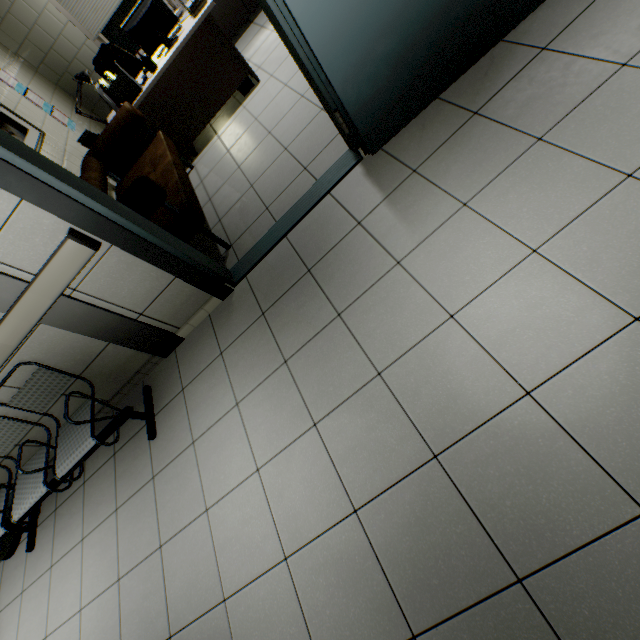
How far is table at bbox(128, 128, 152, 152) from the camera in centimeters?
397cm

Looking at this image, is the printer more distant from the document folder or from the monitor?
the monitor

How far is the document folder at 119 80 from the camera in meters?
3.5

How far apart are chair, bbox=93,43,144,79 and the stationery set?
1.11m

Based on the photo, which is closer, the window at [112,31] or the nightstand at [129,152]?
the nightstand at [129,152]

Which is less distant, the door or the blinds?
the door

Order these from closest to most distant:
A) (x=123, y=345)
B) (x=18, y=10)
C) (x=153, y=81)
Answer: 1. (x=123, y=345)
2. (x=153, y=81)
3. (x=18, y=10)

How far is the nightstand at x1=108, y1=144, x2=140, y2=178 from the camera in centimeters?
410cm
